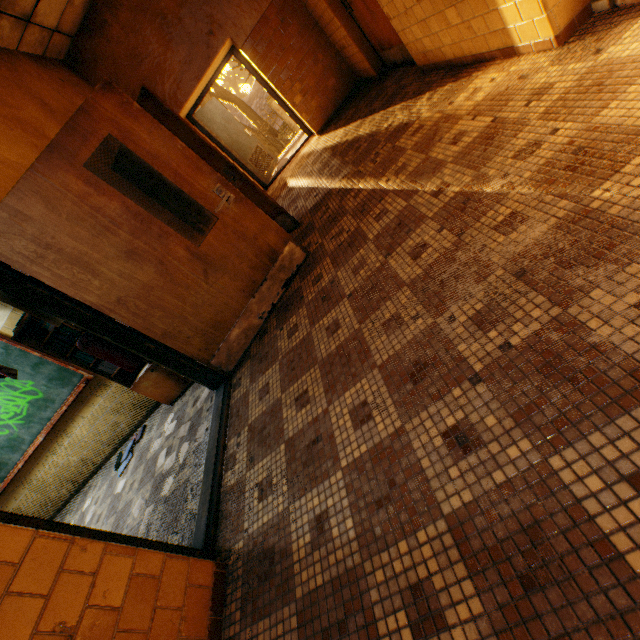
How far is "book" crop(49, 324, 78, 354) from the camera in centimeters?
344cm

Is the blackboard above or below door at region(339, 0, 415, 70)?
above

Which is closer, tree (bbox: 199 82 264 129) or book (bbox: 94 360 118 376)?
book (bbox: 94 360 118 376)

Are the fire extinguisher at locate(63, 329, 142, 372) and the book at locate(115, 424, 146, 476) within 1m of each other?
no

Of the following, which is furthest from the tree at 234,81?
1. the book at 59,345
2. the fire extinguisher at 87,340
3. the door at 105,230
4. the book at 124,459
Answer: the book at 124,459

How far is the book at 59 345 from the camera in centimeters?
344cm

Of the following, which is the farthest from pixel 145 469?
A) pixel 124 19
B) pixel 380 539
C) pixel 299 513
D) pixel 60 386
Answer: pixel 124 19

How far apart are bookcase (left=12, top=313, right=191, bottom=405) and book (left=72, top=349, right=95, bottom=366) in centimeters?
1cm
